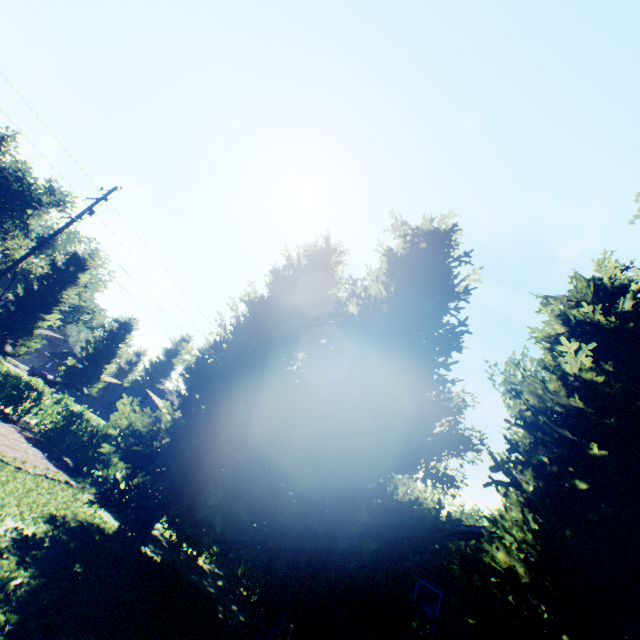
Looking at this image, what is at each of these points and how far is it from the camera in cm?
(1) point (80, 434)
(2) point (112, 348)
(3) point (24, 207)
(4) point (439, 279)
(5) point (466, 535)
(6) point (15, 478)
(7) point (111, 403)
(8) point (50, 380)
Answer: (1) hedge, 1399
(2) plant, 5412
(3) plant, 5041
(4) tree, 1034
(5) house, 1370
(6) plant, 848
(7) house, 5147
(8) car, 4634

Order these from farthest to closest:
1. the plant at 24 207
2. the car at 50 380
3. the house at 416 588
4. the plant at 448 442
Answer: the plant at 24 207 → the car at 50 380 → the plant at 448 442 → the house at 416 588

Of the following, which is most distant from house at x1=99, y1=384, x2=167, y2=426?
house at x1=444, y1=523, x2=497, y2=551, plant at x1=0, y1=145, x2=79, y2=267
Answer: house at x1=444, y1=523, x2=497, y2=551

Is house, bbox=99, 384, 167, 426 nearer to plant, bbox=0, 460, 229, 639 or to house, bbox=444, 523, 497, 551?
→ plant, bbox=0, 460, 229, 639

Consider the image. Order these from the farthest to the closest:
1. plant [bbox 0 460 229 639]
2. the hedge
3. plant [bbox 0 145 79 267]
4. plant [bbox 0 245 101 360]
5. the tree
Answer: plant [bbox 0 145 79 267] → plant [bbox 0 245 101 360] → the hedge → the tree → plant [bbox 0 460 229 639]

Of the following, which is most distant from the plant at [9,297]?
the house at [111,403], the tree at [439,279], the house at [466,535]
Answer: the house at [466,535]

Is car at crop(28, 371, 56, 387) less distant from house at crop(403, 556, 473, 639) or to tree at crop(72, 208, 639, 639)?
house at crop(403, 556, 473, 639)

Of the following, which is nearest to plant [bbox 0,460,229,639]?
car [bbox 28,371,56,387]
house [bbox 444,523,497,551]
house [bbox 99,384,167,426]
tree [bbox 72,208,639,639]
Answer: house [bbox 99,384,167,426]
